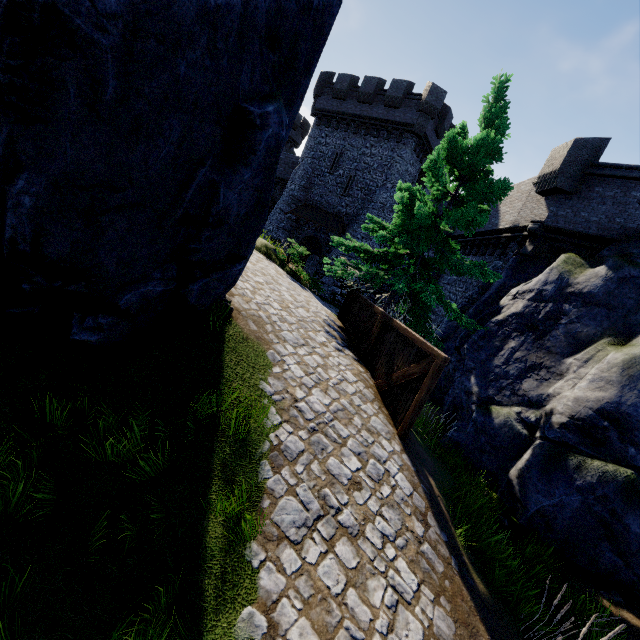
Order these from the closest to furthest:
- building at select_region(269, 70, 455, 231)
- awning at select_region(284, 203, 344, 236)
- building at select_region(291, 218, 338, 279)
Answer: building at select_region(269, 70, 455, 231), awning at select_region(284, 203, 344, 236), building at select_region(291, 218, 338, 279)

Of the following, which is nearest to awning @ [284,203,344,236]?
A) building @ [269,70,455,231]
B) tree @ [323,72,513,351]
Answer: building @ [269,70,455,231]

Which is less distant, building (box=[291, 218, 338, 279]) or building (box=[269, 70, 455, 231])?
building (box=[269, 70, 455, 231])

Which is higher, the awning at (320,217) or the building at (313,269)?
the awning at (320,217)

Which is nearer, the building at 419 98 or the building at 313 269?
the building at 419 98

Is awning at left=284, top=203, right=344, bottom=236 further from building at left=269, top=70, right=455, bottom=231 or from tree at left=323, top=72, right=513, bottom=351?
tree at left=323, top=72, right=513, bottom=351

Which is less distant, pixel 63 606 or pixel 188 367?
pixel 63 606
